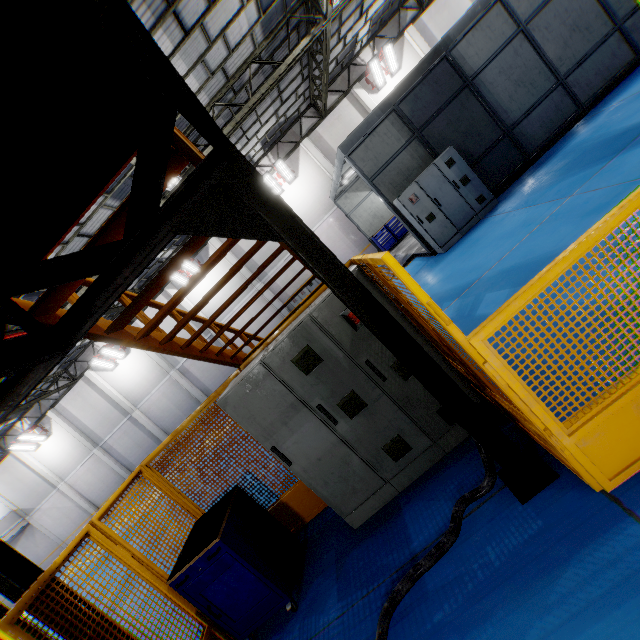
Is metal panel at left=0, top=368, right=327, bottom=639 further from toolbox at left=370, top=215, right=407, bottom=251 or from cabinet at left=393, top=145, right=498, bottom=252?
toolbox at left=370, top=215, right=407, bottom=251

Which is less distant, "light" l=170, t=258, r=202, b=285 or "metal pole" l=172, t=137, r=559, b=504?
"metal pole" l=172, t=137, r=559, b=504

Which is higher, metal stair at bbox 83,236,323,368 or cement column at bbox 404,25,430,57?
cement column at bbox 404,25,430,57

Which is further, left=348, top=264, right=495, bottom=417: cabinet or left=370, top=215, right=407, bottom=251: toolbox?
left=370, top=215, right=407, bottom=251: toolbox

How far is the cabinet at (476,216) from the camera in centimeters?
927cm

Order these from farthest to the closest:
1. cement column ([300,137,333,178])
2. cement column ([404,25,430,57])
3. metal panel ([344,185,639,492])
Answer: cement column ([300,137,333,178])
cement column ([404,25,430,57])
metal panel ([344,185,639,492])

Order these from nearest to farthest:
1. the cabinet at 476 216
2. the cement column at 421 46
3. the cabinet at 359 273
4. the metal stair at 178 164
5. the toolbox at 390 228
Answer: the metal stair at 178 164, the cabinet at 359 273, the cabinet at 476 216, the toolbox at 390 228, the cement column at 421 46

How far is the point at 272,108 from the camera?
15.3 meters
